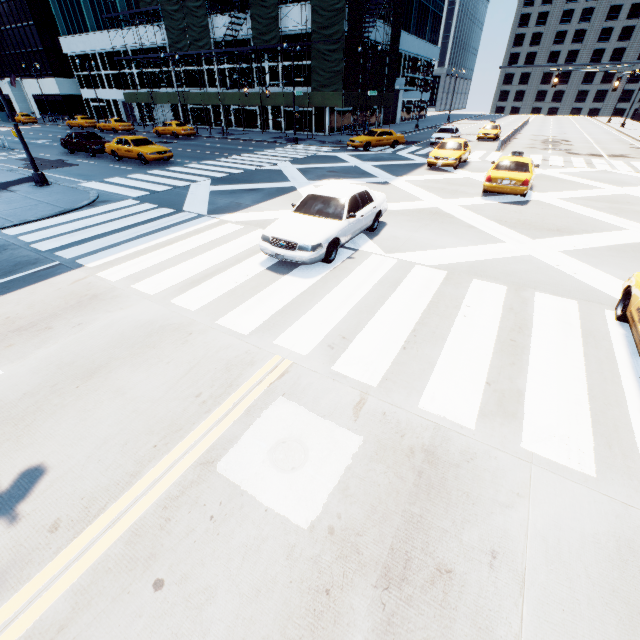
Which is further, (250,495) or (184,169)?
(184,169)

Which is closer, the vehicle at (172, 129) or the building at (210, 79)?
the vehicle at (172, 129)

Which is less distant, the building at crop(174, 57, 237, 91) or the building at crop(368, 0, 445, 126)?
the building at crop(174, 57, 237, 91)

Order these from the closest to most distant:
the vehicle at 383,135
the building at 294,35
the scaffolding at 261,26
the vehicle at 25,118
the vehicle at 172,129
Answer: the vehicle at 383,135
the scaffolding at 261,26
the building at 294,35
the vehicle at 172,129
the vehicle at 25,118

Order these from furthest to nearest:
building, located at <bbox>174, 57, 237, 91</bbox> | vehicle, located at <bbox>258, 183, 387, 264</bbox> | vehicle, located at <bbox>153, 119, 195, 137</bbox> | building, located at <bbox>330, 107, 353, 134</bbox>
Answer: building, located at <bbox>174, 57, 237, 91</bbox> < building, located at <bbox>330, 107, 353, 134</bbox> < vehicle, located at <bbox>153, 119, 195, 137</bbox> < vehicle, located at <bbox>258, 183, 387, 264</bbox>

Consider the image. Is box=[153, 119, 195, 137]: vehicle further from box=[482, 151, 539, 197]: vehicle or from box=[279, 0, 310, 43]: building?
box=[482, 151, 539, 197]: vehicle

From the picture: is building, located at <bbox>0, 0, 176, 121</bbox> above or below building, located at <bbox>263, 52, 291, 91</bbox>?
below
